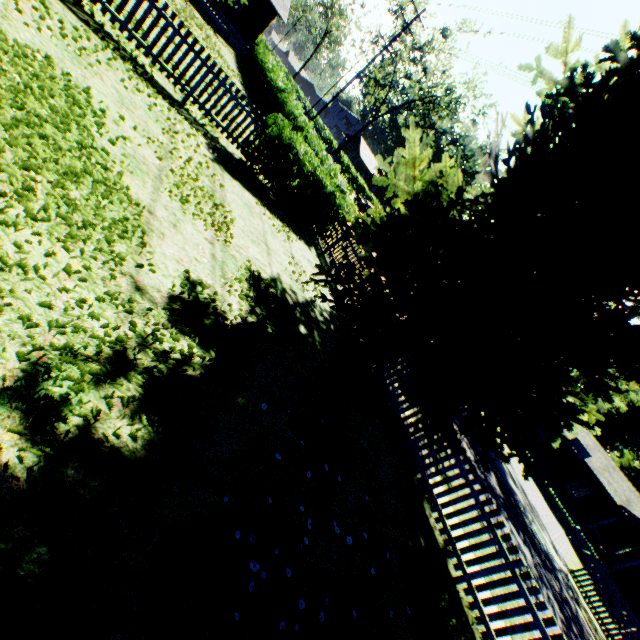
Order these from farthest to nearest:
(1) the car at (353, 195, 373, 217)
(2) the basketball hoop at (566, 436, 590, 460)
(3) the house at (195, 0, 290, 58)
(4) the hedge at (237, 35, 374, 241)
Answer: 1. (1) the car at (353, 195, 373, 217)
2. (2) the basketball hoop at (566, 436, 590, 460)
3. (3) the house at (195, 0, 290, 58)
4. (4) the hedge at (237, 35, 374, 241)

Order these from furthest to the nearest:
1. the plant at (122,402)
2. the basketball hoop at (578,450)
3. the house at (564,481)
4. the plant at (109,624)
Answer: the basketball hoop at (578,450), the house at (564,481), the plant at (122,402), the plant at (109,624)

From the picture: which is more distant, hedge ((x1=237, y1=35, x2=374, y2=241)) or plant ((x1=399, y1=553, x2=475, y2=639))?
hedge ((x1=237, y1=35, x2=374, y2=241))

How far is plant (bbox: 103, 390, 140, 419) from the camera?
2.68m

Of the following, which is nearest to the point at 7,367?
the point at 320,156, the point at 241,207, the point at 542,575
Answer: the point at 241,207

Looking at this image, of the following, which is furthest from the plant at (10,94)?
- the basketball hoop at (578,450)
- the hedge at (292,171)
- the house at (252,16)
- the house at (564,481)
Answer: the basketball hoop at (578,450)

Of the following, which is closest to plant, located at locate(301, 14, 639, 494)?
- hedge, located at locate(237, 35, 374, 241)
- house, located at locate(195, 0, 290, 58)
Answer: house, located at locate(195, 0, 290, 58)

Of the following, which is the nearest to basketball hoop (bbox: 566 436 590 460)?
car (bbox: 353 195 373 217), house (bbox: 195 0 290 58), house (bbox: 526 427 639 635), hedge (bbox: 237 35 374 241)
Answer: house (bbox: 526 427 639 635)
